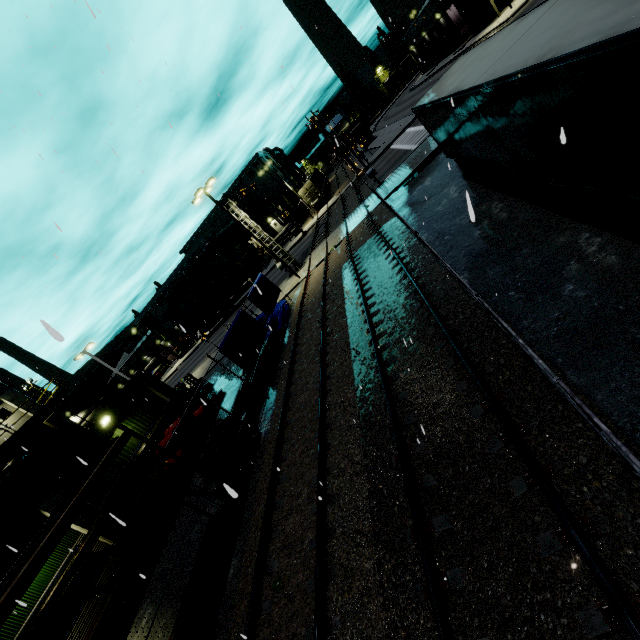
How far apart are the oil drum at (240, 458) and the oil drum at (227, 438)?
0.4 meters

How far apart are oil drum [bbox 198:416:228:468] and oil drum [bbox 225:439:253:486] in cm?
36

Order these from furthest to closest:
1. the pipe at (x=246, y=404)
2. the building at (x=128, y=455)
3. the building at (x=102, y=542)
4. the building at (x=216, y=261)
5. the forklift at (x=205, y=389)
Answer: the building at (x=216, y=261) → the forklift at (x=205, y=389) → the building at (x=128, y=455) → the pipe at (x=246, y=404) → the building at (x=102, y=542)

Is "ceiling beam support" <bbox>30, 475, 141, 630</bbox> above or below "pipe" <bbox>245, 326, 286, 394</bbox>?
above

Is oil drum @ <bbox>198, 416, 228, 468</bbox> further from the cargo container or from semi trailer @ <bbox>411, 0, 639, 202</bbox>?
the cargo container

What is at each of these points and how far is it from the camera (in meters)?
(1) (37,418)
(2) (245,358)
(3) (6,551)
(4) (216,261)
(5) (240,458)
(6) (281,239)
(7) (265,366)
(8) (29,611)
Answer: (1) balcony, 19.12
(2) tarp, 15.36
(3) building, 11.83
(4) building, 52.28
(5) oil drum, 11.57
(6) building, 56.41
(7) pipe, 17.64
(8) building, 11.33

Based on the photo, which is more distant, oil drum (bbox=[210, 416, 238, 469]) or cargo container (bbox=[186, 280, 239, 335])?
cargo container (bbox=[186, 280, 239, 335])

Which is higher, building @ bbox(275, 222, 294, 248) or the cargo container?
the cargo container
